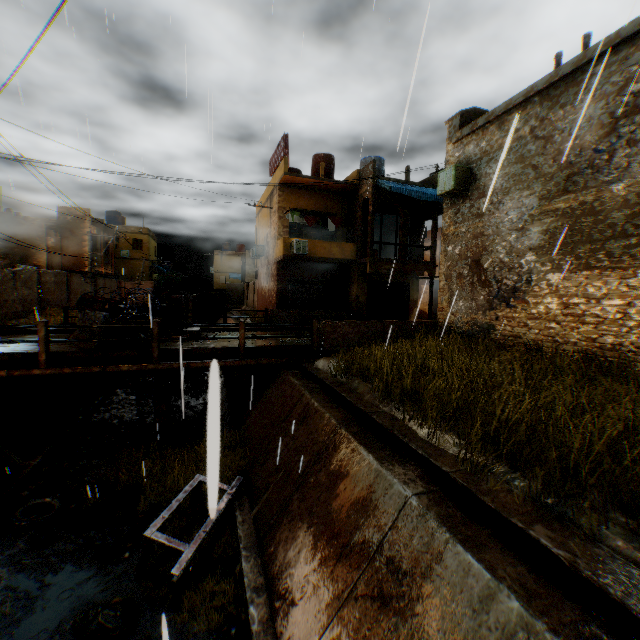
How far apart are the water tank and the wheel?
20.8m

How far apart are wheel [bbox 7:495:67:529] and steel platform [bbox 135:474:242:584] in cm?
262

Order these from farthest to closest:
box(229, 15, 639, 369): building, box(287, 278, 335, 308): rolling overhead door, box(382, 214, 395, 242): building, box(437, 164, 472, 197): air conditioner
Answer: box(382, 214, 395, 242): building, box(287, 278, 335, 308): rolling overhead door, box(437, 164, 472, 197): air conditioner, box(229, 15, 639, 369): building

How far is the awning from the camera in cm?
1775

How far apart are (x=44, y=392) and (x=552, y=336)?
15.4m

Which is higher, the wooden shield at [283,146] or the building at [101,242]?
the wooden shield at [283,146]

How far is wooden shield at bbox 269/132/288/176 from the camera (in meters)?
18.52

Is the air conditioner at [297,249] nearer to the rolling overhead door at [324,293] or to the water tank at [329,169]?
the rolling overhead door at [324,293]
